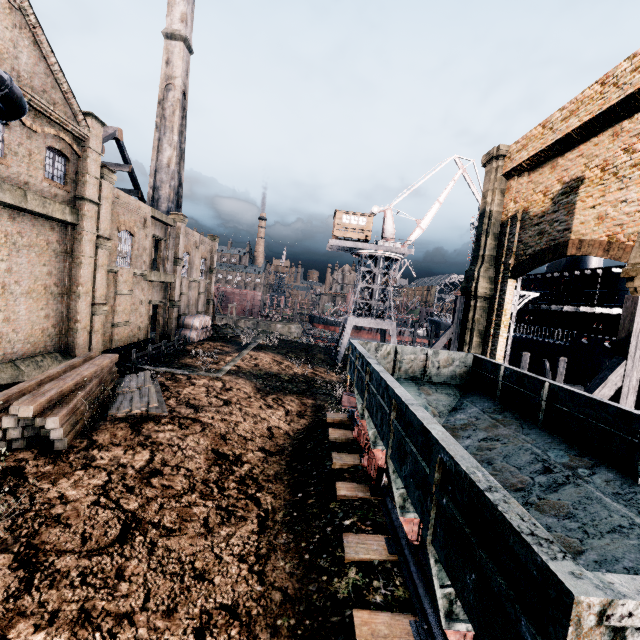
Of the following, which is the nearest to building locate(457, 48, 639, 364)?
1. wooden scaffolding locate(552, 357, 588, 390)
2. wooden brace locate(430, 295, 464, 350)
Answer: wooden brace locate(430, 295, 464, 350)

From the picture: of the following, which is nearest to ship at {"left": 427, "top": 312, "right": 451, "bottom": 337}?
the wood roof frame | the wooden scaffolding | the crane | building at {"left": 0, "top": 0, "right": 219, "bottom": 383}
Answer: the wooden scaffolding

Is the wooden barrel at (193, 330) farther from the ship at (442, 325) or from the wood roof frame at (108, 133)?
the ship at (442, 325)

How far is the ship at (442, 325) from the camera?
45.81m

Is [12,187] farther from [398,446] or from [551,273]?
[551,273]

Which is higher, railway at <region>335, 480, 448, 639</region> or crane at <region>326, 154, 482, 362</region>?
→ crane at <region>326, 154, 482, 362</region>

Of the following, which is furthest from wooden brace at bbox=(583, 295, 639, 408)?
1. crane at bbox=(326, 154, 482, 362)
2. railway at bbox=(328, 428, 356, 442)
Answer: crane at bbox=(326, 154, 482, 362)

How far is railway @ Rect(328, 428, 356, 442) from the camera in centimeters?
1291cm
